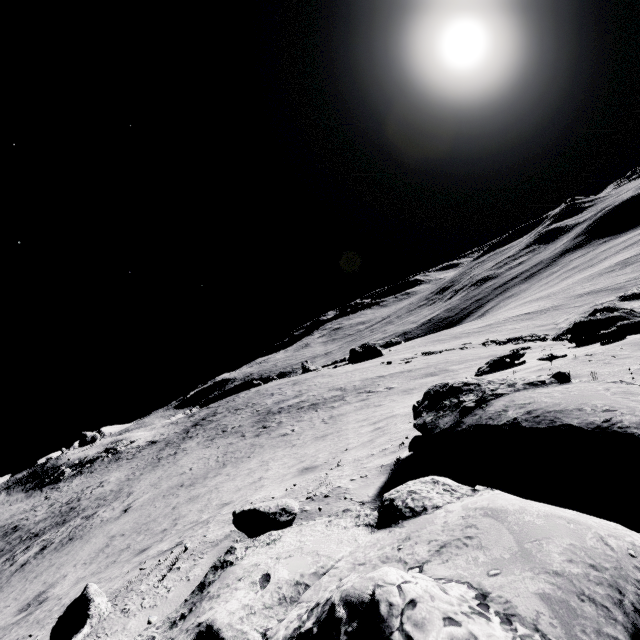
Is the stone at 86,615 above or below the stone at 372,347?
above

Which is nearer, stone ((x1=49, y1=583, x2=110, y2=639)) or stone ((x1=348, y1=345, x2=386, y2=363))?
stone ((x1=49, y1=583, x2=110, y2=639))

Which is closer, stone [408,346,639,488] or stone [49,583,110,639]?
stone [408,346,639,488]

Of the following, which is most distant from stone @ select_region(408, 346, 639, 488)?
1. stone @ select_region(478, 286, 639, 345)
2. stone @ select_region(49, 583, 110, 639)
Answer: stone @ select_region(478, 286, 639, 345)

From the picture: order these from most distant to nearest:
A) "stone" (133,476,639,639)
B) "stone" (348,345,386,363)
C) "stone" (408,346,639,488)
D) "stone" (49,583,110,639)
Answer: "stone" (348,345,386,363)
"stone" (49,583,110,639)
"stone" (408,346,639,488)
"stone" (133,476,639,639)

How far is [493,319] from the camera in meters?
56.9

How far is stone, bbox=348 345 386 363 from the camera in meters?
50.8

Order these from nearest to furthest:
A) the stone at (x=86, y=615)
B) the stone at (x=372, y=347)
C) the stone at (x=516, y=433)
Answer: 1. the stone at (x=516, y=433)
2. the stone at (x=86, y=615)
3. the stone at (x=372, y=347)
